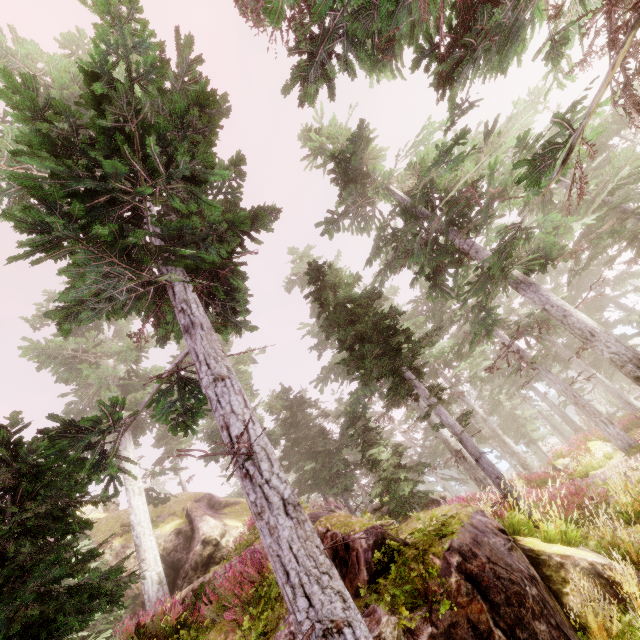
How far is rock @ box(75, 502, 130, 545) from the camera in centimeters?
1909cm

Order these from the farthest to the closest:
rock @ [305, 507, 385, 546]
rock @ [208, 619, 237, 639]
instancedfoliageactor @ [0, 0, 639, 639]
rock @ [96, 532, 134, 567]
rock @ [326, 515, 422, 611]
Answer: rock @ [96, 532, 134, 567] < rock @ [208, 619, 237, 639] < rock @ [305, 507, 385, 546] < rock @ [326, 515, 422, 611] < instancedfoliageactor @ [0, 0, 639, 639]

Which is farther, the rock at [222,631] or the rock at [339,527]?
the rock at [222,631]

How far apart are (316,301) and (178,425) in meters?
6.5 m

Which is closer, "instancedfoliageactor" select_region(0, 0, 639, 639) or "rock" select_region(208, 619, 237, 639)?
"instancedfoliageactor" select_region(0, 0, 639, 639)

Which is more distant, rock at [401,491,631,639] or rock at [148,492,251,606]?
rock at [148,492,251,606]

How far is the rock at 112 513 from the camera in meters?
19.1 m
